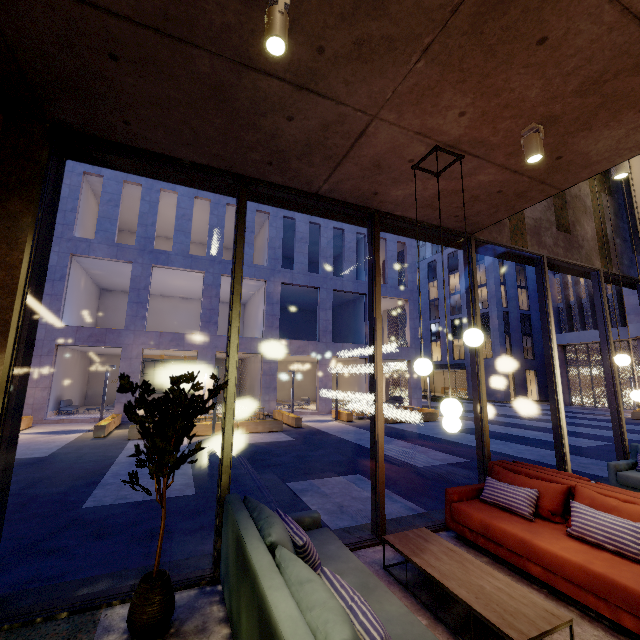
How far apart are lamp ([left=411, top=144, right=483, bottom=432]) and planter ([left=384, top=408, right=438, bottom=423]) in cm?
1492

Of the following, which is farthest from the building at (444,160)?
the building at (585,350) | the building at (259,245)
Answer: the building at (585,350)

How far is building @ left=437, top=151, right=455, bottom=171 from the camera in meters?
3.7

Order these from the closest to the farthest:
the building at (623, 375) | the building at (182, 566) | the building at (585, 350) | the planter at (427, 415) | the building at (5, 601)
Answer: the building at (5, 601)
the building at (182, 566)
the planter at (427, 415)
the building at (623, 375)
the building at (585, 350)

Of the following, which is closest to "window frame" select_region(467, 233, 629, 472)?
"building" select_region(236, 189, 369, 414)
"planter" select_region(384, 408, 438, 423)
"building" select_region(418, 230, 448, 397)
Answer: "planter" select_region(384, 408, 438, 423)

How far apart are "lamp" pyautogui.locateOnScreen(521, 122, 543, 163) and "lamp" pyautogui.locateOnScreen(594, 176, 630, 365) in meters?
3.4 m

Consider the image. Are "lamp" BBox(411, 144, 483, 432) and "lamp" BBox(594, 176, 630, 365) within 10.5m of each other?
yes

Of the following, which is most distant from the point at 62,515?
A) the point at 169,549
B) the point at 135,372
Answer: the point at 135,372
